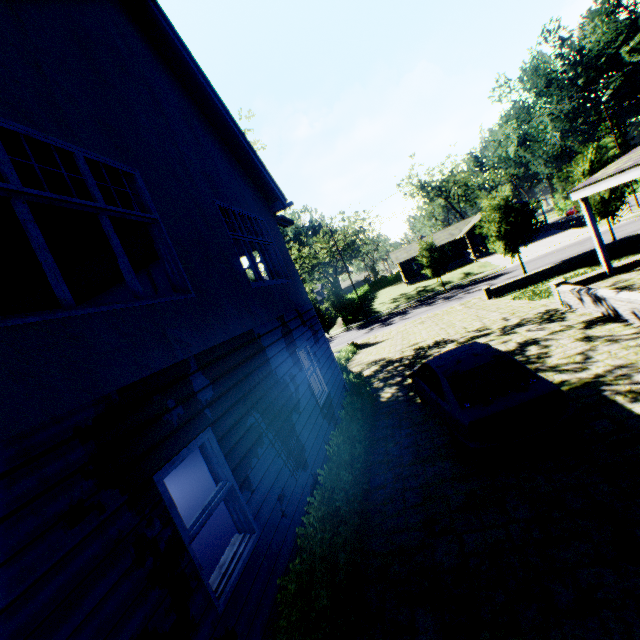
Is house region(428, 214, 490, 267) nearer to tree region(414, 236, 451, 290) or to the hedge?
tree region(414, 236, 451, 290)

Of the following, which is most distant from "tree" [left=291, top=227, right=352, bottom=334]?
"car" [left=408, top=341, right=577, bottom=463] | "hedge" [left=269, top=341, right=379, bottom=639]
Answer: "car" [left=408, top=341, right=577, bottom=463]

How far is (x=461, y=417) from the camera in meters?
5.7

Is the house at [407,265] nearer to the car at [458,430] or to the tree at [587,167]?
the tree at [587,167]

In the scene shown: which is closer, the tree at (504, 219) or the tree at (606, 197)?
the tree at (606, 197)

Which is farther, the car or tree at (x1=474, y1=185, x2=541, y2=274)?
tree at (x1=474, y1=185, x2=541, y2=274)

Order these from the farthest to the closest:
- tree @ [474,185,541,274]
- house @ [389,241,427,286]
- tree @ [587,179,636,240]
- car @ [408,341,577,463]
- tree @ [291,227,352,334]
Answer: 1. house @ [389,241,427,286]
2. tree @ [291,227,352,334]
3. tree @ [474,185,541,274]
4. tree @ [587,179,636,240]
5. car @ [408,341,577,463]

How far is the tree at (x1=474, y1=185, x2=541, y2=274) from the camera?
23.25m
